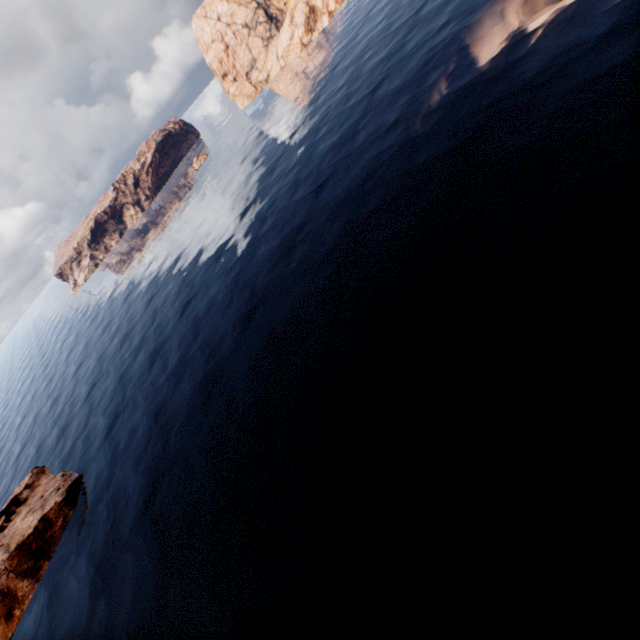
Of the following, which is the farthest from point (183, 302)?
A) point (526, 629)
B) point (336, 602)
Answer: point (526, 629)
